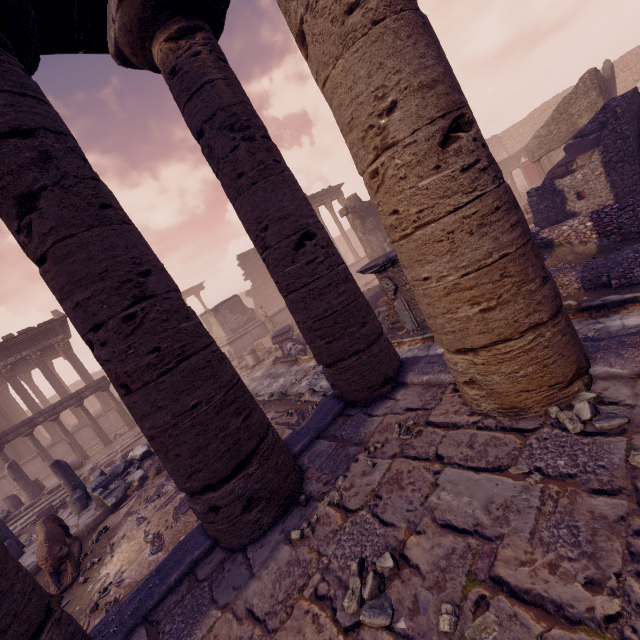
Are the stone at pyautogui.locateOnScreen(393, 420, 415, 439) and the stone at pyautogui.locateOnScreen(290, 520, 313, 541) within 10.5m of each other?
yes

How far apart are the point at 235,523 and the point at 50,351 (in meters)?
24.88

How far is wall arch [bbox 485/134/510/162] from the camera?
30.33m

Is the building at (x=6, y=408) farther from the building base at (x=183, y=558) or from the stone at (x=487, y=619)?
the stone at (x=487, y=619)

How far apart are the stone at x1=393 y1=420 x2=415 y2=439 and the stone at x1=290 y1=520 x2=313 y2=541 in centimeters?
118cm

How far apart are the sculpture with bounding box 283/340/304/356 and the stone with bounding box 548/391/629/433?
11.1 meters

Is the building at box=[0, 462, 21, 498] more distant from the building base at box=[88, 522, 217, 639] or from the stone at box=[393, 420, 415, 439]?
the stone at box=[393, 420, 415, 439]

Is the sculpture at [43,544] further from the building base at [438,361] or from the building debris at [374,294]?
the building debris at [374,294]
